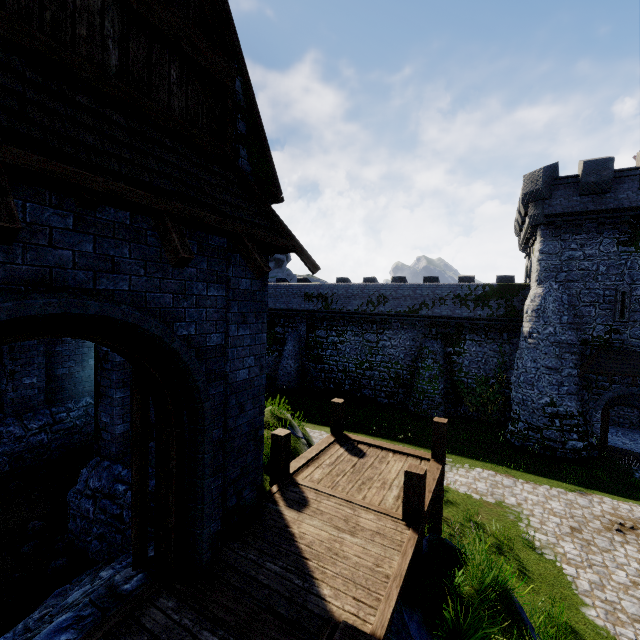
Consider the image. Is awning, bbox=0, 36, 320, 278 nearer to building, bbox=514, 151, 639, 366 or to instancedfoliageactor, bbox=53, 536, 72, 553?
instancedfoliageactor, bbox=53, 536, 72, 553

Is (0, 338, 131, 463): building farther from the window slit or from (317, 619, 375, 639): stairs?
the window slit

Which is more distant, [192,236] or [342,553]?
[342,553]

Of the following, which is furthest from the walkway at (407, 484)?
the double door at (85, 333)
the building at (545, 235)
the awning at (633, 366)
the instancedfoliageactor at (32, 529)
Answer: the building at (545, 235)

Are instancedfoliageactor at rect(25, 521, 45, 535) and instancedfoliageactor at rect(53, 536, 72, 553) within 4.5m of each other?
yes

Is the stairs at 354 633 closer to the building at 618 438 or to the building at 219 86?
the building at 219 86

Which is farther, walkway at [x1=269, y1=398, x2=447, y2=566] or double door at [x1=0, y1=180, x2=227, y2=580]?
walkway at [x1=269, y1=398, x2=447, y2=566]

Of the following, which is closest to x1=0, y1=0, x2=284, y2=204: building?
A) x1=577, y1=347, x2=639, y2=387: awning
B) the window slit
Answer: x1=577, y1=347, x2=639, y2=387: awning
